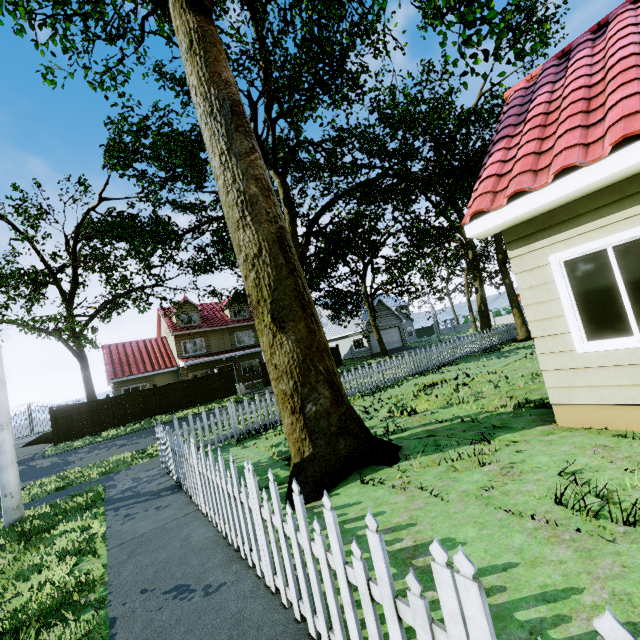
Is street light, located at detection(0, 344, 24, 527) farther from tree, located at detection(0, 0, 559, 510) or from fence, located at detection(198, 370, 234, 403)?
tree, located at detection(0, 0, 559, 510)

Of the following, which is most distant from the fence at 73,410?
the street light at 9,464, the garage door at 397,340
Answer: the garage door at 397,340

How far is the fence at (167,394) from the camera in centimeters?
2284cm

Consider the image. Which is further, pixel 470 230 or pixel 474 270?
pixel 474 270

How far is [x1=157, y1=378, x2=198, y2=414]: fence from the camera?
22.8m

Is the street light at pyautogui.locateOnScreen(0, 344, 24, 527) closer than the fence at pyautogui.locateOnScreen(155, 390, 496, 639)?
No

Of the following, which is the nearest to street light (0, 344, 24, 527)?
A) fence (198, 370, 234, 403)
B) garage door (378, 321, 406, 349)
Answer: fence (198, 370, 234, 403)

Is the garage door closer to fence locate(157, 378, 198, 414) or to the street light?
fence locate(157, 378, 198, 414)
